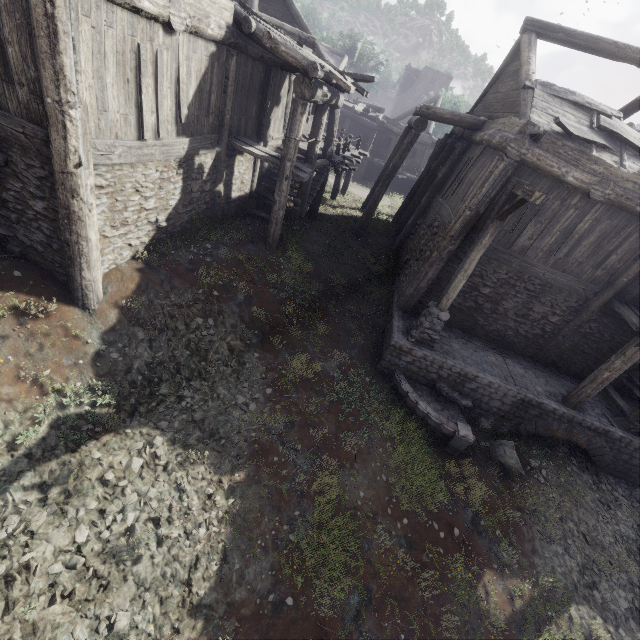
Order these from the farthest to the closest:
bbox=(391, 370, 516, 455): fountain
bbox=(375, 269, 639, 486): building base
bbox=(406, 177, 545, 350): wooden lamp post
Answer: bbox=(375, 269, 639, 486): building base → bbox=(391, 370, 516, 455): fountain → bbox=(406, 177, 545, 350): wooden lamp post

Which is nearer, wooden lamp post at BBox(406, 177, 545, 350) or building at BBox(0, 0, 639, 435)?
building at BBox(0, 0, 639, 435)

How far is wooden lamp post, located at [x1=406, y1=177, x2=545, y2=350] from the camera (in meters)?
6.75

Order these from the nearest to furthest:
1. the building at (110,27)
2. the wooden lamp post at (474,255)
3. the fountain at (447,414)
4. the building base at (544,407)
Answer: the building at (110,27)
the wooden lamp post at (474,255)
the fountain at (447,414)
the building base at (544,407)

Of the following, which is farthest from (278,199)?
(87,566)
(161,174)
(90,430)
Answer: (87,566)

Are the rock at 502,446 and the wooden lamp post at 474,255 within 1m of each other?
no

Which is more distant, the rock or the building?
the rock

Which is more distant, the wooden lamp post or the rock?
the rock
